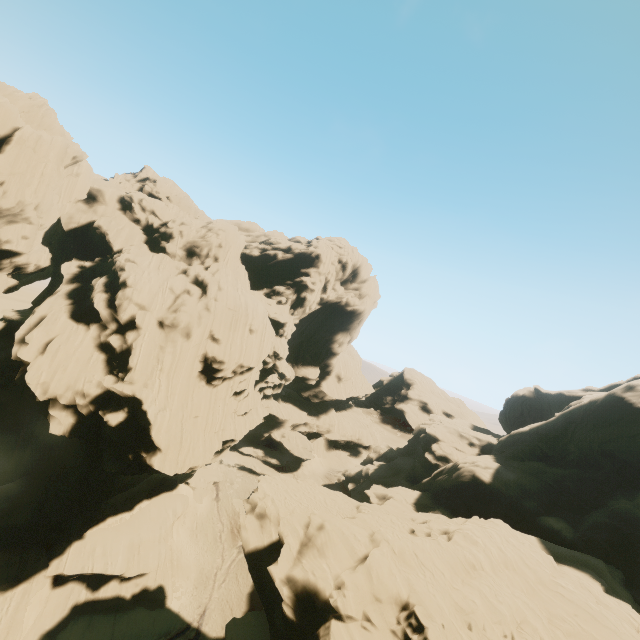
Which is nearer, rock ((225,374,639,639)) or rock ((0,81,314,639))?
rock ((225,374,639,639))

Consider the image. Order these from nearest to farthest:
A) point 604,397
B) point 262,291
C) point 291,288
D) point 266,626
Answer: point 266,626 → point 604,397 → point 262,291 → point 291,288

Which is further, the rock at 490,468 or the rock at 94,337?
the rock at 94,337
